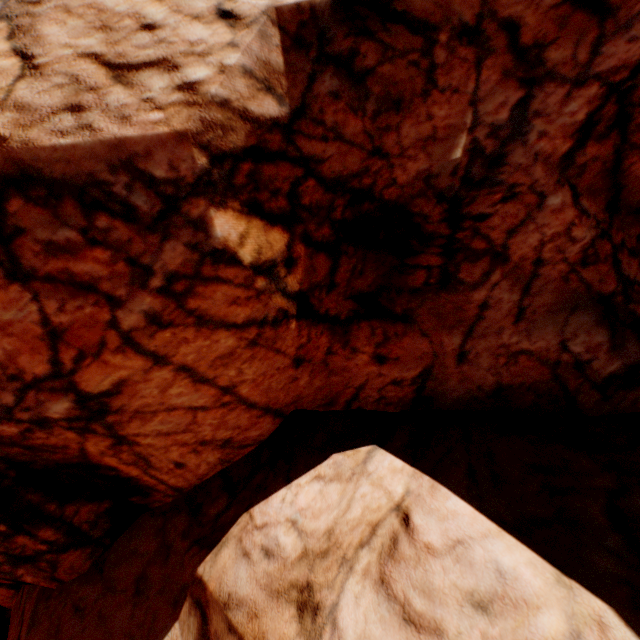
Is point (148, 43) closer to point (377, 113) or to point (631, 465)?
point (377, 113)
